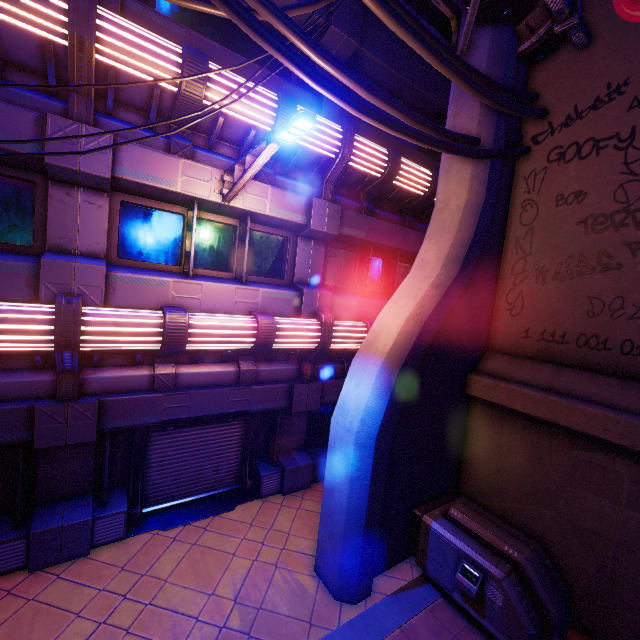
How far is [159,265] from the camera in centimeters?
671cm

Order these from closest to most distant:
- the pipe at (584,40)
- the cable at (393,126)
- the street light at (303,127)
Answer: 1. the cable at (393,126)
2. the street light at (303,127)
3. the pipe at (584,40)

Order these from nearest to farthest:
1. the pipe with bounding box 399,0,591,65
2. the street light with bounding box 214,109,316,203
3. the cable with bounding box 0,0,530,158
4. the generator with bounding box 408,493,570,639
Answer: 1. the cable with bounding box 0,0,530,158
2. the street light with bounding box 214,109,316,203
3. the generator with bounding box 408,493,570,639
4. the pipe with bounding box 399,0,591,65

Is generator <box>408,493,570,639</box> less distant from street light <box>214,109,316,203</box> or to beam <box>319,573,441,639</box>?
beam <box>319,573,441,639</box>

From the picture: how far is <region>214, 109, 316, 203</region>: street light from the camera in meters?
4.2

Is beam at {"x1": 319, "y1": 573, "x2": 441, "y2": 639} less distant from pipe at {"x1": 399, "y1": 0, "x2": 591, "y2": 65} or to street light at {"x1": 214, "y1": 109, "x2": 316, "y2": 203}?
street light at {"x1": 214, "y1": 109, "x2": 316, "y2": 203}

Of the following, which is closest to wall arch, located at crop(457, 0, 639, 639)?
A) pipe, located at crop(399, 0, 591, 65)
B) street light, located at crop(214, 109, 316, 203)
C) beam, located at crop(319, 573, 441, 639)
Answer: pipe, located at crop(399, 0, 591, 65)

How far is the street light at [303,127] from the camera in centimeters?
418cm
